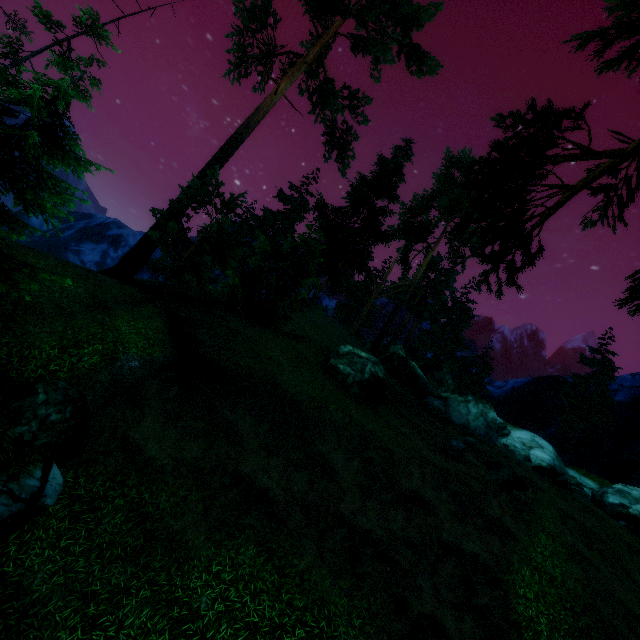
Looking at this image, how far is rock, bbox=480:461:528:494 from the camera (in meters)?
14.27

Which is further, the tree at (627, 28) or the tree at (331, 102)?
the tree at (331, 102)

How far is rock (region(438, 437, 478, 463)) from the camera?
15.3 meters

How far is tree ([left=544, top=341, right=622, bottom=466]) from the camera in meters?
30.8

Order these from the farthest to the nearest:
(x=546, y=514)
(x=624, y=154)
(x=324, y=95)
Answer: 1. (x=324, y=95)
2. (x=546, y=514)
3. (x=624, y=154)

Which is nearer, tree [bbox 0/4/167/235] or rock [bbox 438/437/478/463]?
tree [bbox 0/4/167/235]

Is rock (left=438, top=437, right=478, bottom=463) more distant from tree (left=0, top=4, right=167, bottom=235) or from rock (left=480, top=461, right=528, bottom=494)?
tree (left=0, top=4, right=167, bottom=235)
